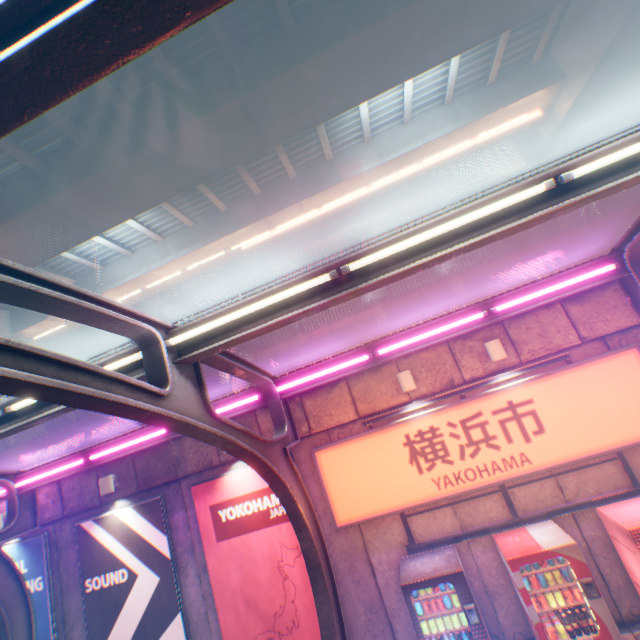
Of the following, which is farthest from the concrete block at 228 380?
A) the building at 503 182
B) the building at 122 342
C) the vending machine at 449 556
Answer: the building at 122 342

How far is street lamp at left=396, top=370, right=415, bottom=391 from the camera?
6.74m

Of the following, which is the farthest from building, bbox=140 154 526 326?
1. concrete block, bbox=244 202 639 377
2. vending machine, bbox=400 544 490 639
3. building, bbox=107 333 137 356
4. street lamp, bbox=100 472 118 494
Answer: vending machine, bbox=400 544 490 639

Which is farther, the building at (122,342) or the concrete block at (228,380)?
the building at (122,342)

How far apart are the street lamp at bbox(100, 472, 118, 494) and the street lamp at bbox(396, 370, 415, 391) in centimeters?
760cm

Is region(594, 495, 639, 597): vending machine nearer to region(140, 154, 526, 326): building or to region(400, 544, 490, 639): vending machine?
region(400, 544, 490, 639): vending machine

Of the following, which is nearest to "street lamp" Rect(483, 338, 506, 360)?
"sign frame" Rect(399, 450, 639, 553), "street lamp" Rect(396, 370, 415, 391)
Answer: "street lamp" Rect(396, 370, 415, 391)

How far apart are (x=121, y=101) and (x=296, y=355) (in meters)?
8.86
